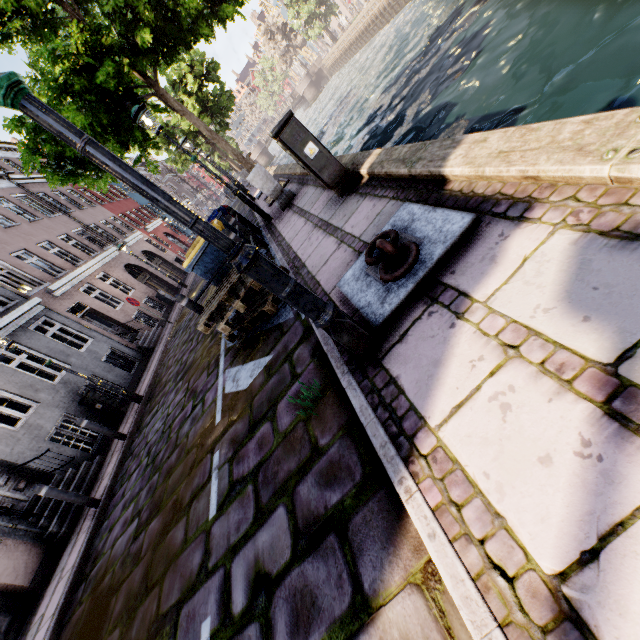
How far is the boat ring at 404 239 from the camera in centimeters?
218cm

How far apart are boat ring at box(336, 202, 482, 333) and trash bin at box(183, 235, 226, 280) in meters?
3.2 m

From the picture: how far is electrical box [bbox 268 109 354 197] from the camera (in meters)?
4.20

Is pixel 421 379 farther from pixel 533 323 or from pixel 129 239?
pixel 129 239

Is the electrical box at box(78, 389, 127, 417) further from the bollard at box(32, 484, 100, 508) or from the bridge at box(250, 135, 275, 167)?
the bridge at box(250, 135, 275, 167)

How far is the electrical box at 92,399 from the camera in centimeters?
973cm

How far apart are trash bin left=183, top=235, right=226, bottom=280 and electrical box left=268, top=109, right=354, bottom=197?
1.8m

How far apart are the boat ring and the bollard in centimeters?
666cm
